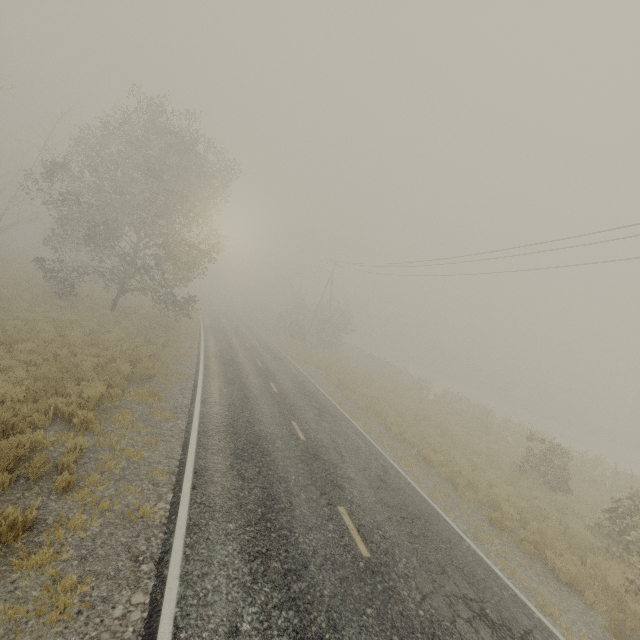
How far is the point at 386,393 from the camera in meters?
26.1 m
